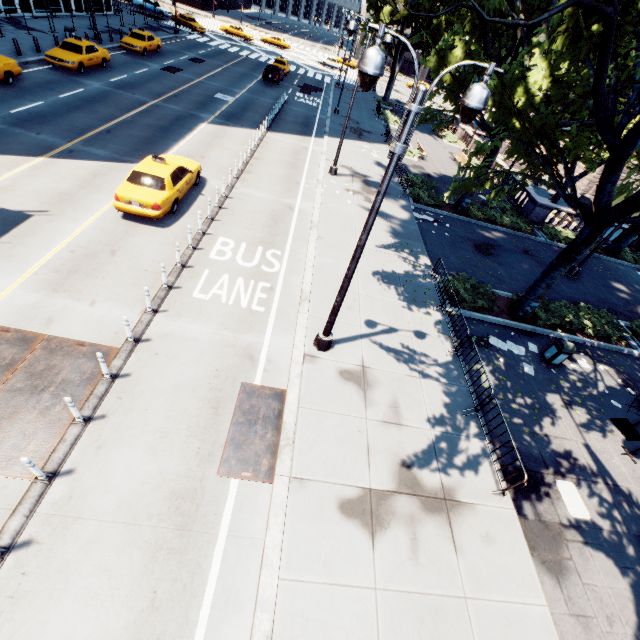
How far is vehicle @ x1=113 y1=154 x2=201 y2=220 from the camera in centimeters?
1184cm

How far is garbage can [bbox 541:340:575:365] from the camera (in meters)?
11.89

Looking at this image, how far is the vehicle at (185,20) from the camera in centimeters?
4525cm

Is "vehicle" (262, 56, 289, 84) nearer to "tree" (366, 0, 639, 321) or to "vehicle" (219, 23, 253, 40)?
"tree" (366, 0, 639, 321)

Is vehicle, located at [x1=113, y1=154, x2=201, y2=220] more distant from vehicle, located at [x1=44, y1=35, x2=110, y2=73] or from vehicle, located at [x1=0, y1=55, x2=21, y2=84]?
vehicle, located at [x1=44, y1=35, x2=110, y2=73]

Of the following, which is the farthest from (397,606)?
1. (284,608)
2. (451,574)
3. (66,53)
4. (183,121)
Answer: (66,53)

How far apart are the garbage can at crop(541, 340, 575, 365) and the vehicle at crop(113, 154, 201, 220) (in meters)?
15.68

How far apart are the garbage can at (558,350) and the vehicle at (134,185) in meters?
15.7 m
